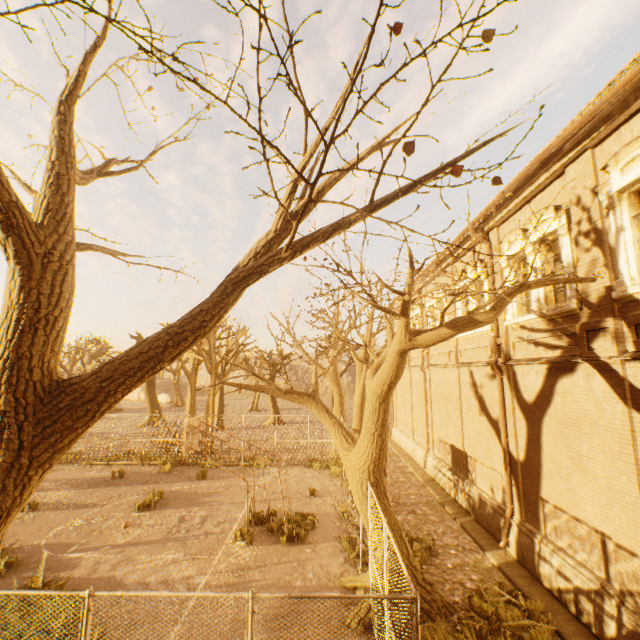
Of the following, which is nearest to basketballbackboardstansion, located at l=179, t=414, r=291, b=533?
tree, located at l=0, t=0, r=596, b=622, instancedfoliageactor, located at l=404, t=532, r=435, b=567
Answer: tree, located at l=0, t=0, r=596, b=622

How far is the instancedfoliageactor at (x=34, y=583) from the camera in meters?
7.8

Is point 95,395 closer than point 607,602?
Yes

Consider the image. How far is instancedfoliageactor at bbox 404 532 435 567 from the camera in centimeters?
965cm

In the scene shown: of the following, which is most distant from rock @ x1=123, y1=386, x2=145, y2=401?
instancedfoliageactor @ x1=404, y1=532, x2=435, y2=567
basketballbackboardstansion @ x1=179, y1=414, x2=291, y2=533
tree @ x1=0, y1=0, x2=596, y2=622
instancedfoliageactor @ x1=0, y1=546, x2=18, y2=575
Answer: instancedfoliageactor @ x1=404, y1=532, x2=435, y2=567

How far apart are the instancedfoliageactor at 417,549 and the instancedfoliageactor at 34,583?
8.7 meters

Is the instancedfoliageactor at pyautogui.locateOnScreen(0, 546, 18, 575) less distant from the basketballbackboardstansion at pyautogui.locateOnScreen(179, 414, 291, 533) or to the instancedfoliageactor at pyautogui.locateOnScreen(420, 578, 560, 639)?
the basketballbackboardstansion at pyautogui.locateOnScreen(179, 414, 291, 533)

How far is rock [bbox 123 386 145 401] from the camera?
57.0 meters
